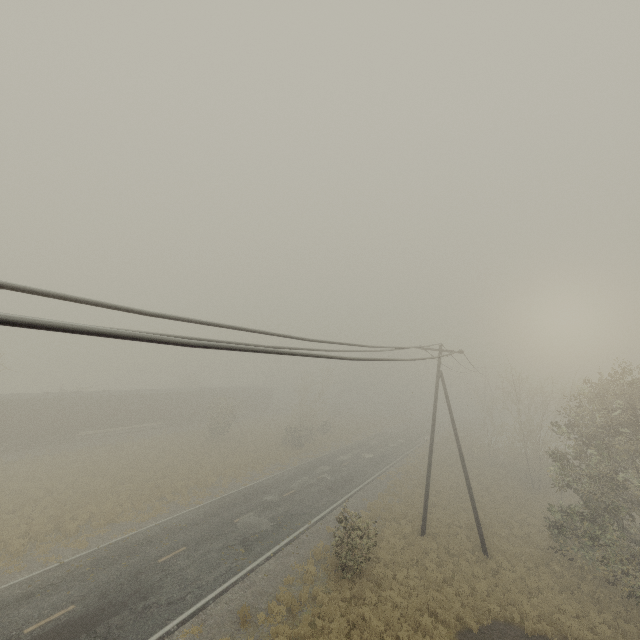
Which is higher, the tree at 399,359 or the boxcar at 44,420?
the tree at 399,359

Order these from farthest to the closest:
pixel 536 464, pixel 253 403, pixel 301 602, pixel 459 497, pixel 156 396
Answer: pixel 253 403
pixel 156 396
pixel 536 464
pixel 459 497
pixel 301 602

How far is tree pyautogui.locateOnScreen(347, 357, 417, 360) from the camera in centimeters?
667cm

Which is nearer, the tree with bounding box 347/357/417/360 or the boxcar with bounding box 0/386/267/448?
the tree with bounding box 347/357/417/360

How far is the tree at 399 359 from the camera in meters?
6.7

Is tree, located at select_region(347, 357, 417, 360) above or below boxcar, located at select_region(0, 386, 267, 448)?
above
